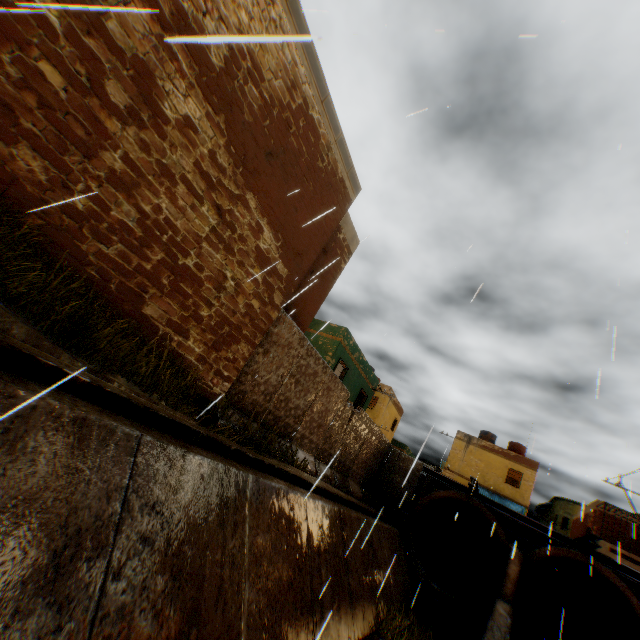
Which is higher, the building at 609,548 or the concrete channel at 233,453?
the building at 609,548

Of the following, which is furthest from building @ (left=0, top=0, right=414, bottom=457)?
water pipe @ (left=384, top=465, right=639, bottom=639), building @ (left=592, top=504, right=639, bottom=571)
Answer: building @ (left=592, top=504, right=639, bottom=571)

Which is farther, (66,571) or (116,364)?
(116,364)

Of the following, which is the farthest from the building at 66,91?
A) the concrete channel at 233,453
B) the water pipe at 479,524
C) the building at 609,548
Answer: the building at 609,548

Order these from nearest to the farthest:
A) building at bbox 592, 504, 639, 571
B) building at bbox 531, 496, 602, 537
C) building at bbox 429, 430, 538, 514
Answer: building at bbox 592, 504, 639, 571
building at bbox 531, 496, 602, 537
building at bbox 429, 430, 538, 514

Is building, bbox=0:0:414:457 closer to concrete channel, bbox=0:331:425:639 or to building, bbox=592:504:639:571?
concrete channel, bbox=0:331:425:639

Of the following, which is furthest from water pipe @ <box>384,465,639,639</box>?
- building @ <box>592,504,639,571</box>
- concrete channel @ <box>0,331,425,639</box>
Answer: building @ <box>592,504,639,571</box>
